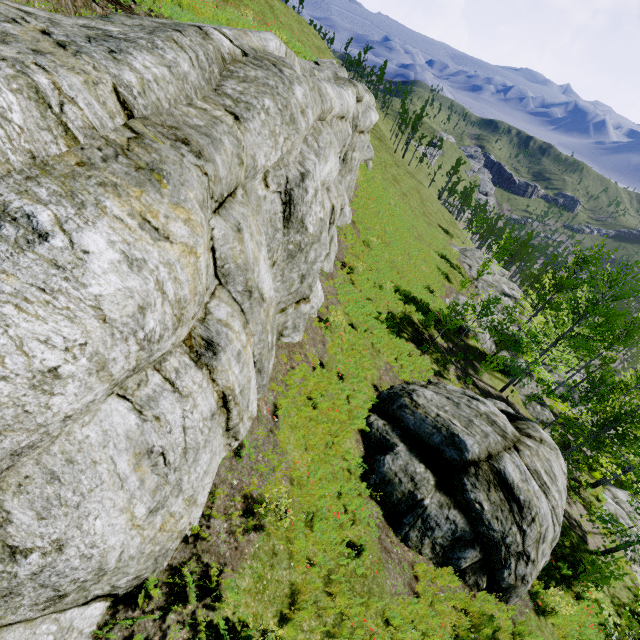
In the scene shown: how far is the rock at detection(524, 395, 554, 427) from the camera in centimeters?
2367cm

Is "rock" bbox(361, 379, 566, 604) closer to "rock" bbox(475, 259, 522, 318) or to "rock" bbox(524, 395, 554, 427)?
"rock" bbox(475, 259, 522, 318)

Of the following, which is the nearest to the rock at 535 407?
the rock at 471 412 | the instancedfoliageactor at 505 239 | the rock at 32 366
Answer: the rock at 32 366

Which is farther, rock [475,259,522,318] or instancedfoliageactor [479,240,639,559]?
rock [475,259,522,318]

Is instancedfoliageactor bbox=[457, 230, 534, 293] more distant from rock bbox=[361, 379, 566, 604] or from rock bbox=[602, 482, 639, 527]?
rock bbox=[361, 379, 566, 604]

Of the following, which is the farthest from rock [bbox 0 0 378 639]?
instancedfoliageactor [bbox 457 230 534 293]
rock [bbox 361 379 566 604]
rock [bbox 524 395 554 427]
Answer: rock [bbox 524 395 554 427]

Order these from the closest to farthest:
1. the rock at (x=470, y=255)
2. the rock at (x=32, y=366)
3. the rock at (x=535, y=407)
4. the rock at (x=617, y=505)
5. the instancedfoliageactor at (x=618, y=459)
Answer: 1. the rock at (x=32, y=366)
2. the instancedfoliageactor at (x=618, y=459)
3. the rock at (x=617, y=505)
4. the rock at (x=535, y=407)
5. the rock at (x=470, y=255)

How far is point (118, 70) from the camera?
3.48m
